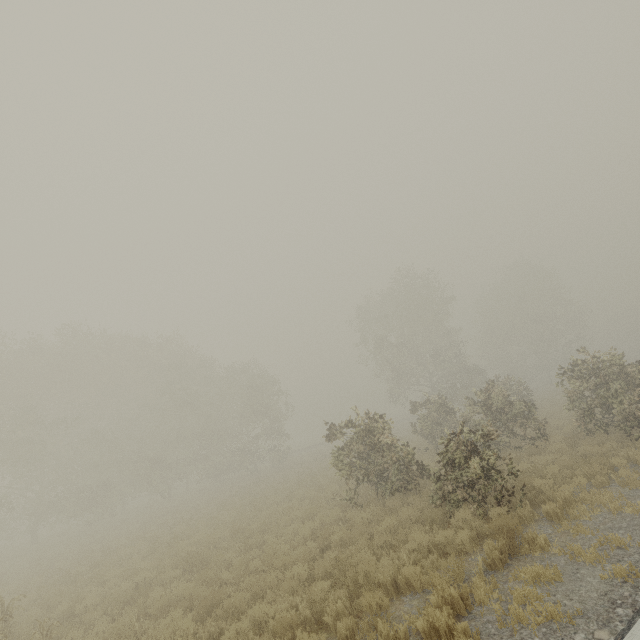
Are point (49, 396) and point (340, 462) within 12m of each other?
no

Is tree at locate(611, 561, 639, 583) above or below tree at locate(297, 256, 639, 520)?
below

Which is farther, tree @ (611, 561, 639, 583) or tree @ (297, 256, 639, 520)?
tree @ (297, 256, 639, 520)

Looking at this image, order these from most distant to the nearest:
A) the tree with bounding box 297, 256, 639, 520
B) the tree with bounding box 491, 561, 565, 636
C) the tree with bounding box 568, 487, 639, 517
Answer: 1. the tree with bounding box 297, 256, 639, 520
2. the tree with bounding box 568, 487, 639, 517
3. the tree with bounding box 491, 561, 565, 636

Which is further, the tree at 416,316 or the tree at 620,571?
the tree at 416,316

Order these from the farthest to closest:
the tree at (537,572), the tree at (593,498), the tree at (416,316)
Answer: the tree at (416,316), the tree at (593,498), the tree at (537,572)
